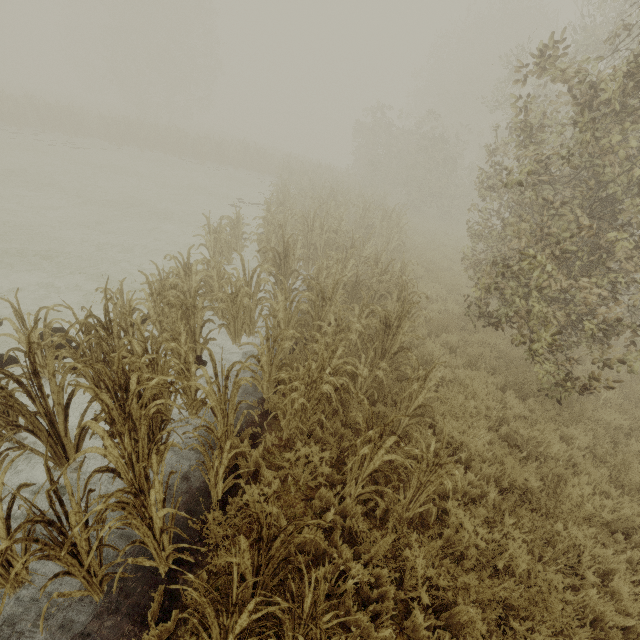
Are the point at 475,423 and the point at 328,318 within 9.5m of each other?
yes
